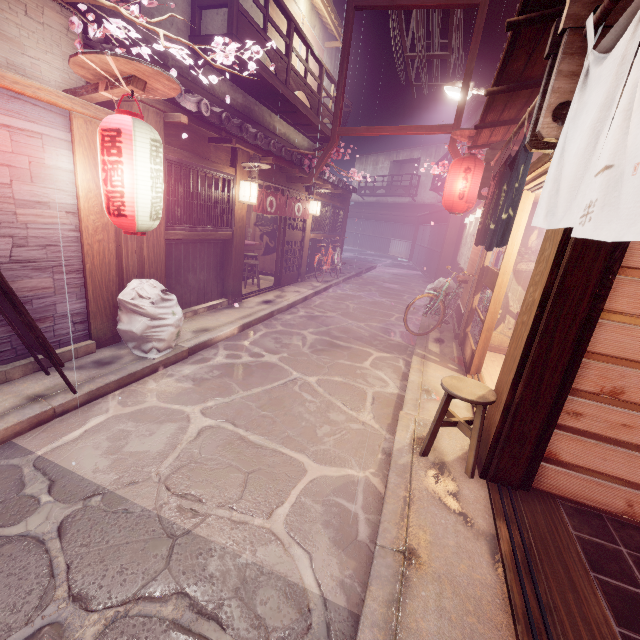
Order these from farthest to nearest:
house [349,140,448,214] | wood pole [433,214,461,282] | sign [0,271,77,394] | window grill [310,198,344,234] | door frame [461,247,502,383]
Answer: house [349,140,448,214] → wood pole [433,214,461,282] → window grill [310,198,344,234] → door frame [461,247,502,383] → sign [0,271,77,394]

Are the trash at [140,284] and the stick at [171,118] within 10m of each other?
yes

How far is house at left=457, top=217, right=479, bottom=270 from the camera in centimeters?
1564cm

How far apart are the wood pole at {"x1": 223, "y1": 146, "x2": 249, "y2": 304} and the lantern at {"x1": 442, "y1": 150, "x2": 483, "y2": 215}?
7.7 meters

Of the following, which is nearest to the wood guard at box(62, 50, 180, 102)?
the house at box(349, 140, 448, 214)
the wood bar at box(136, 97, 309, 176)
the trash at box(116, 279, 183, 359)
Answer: the wood bar at box(136, 97, 309, 176)

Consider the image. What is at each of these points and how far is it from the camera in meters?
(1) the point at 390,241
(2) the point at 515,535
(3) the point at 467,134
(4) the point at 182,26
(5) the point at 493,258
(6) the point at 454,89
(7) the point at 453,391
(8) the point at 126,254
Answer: (1) foundation, 49.2 m
(2) door frame, 4.3 m
(3) wood guard, 11.8 m
(4) house, 10.6 m
(5) door frame, 10.7 m
(6) light, 13.7 m
(7) chair, 5.3 m
(8) stick, 8.2 m

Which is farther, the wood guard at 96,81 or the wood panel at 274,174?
the wood panel at 274,174

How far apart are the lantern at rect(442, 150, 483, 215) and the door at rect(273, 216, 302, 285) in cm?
743
